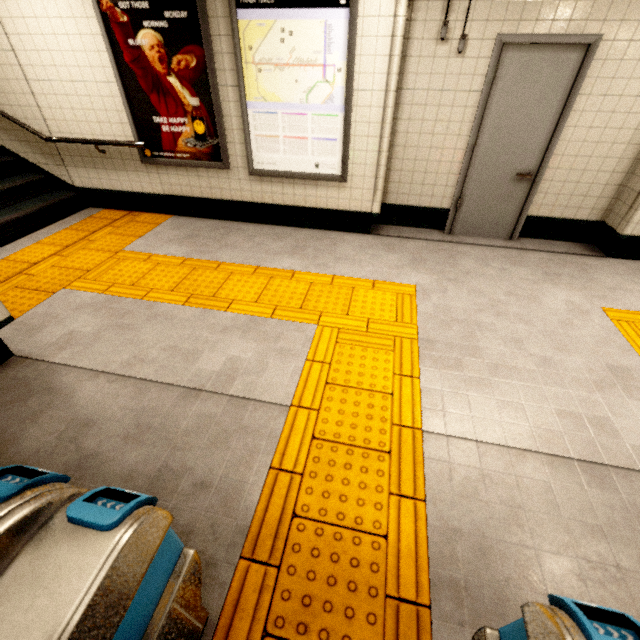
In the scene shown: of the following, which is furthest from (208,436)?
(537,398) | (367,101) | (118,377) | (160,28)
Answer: (160,28)

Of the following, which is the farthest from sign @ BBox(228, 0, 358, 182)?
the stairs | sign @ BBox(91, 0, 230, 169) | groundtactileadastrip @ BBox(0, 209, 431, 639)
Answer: the stairs

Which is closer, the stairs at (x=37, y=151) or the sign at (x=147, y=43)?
the sign at (x=147, y=43)

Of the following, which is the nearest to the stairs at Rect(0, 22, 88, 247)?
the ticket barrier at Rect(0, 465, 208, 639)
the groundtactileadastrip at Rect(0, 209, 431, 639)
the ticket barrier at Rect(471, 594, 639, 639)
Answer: the groundtactileadastrip at Rect(0, 209, 431, 639)

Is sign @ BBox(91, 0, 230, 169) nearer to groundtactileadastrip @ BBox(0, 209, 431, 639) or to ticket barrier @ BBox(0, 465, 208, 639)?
groundtactileadastrip @ BBox(0, 209, 431, 639)

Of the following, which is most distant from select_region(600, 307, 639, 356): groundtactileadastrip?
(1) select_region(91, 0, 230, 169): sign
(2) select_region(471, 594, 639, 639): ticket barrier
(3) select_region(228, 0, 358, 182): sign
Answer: (3) select_region(228, 0, 358, 182): sign

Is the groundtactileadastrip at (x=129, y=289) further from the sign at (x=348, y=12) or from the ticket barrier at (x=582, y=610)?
the sign at (x=348, y=12)

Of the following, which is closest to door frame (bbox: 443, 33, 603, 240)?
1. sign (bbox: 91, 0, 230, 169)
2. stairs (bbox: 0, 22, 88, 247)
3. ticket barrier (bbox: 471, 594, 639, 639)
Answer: sign (bbox: 91, 0, 230, 169)
